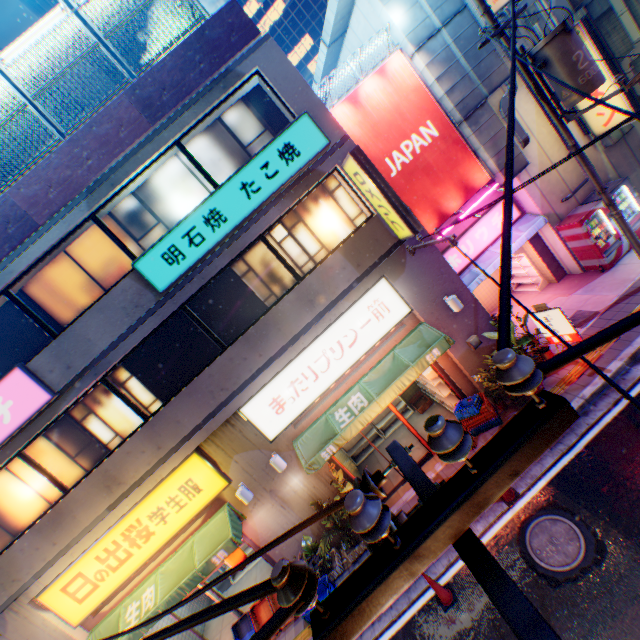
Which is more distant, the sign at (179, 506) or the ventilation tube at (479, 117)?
the ventilation tube at (479, 117)

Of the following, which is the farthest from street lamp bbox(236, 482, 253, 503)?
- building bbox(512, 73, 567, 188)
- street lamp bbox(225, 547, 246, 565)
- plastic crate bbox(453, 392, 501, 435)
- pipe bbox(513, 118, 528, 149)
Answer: pipe bbox(513, 118, 528, 149)

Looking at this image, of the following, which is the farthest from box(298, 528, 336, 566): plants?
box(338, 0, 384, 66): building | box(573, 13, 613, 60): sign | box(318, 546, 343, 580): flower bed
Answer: box(338, 0, 384, 66): building

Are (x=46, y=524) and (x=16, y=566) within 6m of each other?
yes

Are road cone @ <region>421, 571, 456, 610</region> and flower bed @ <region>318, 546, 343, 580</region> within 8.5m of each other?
yes

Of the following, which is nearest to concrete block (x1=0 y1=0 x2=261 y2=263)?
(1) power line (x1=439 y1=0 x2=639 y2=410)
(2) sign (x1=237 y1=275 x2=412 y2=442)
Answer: (1) power line (x1=439 y1=0 x2=639 y2=410)

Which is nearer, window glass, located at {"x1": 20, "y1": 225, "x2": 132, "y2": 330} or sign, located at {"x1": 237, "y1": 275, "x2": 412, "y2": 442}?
window glass, located at {"x1": 20, "y1": 225, "x2": 132, "y2": 330}

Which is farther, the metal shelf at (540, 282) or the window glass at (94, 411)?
the metal shelf at (540, 282)
